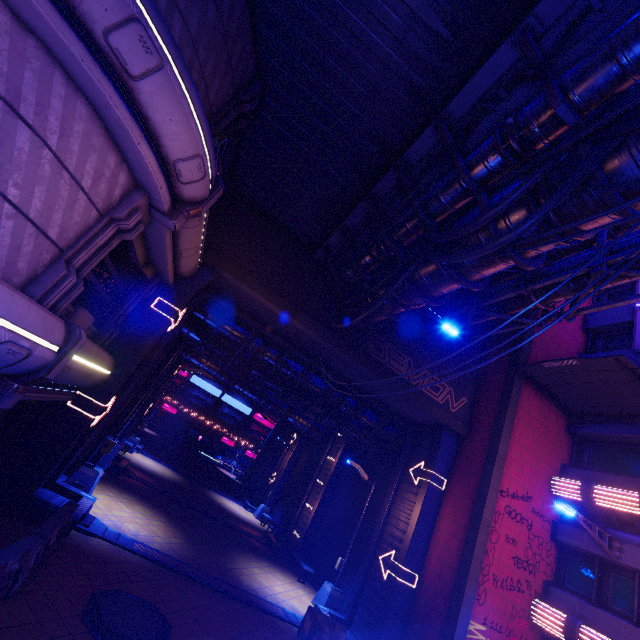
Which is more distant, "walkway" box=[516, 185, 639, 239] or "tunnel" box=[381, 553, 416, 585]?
"tunnel" box=[381, 553, 416, 585]

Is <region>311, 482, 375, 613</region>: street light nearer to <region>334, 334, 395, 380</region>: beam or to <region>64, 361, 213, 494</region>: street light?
<region>334, 334, 395, 380</region>: beam

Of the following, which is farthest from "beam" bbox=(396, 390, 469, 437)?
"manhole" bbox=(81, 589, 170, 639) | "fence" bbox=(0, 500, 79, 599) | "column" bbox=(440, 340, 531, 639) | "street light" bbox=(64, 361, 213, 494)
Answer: "manhole" bbox=(81, 589, 170, 639)

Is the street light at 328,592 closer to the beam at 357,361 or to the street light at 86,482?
the beam at 357,361

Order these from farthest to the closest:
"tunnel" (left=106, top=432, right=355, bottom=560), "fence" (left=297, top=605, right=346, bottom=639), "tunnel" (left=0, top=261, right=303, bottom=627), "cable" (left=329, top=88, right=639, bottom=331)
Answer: "tunnel" (left=106, top=432, right=355, bottom=560), "fence" (left=297, top=605, right=346, bottom=639), "tunnel" (left=0, top=261, right=303, bottom=627), "cable" (left=329, top=88, right=639, bottom=331)

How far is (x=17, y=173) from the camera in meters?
4.8

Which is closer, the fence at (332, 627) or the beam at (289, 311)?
the fence at (332, 627)

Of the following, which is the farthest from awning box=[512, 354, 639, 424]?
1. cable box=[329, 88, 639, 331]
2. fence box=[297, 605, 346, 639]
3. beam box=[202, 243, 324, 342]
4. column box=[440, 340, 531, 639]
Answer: fence box=[297, 605, 346, 639]
